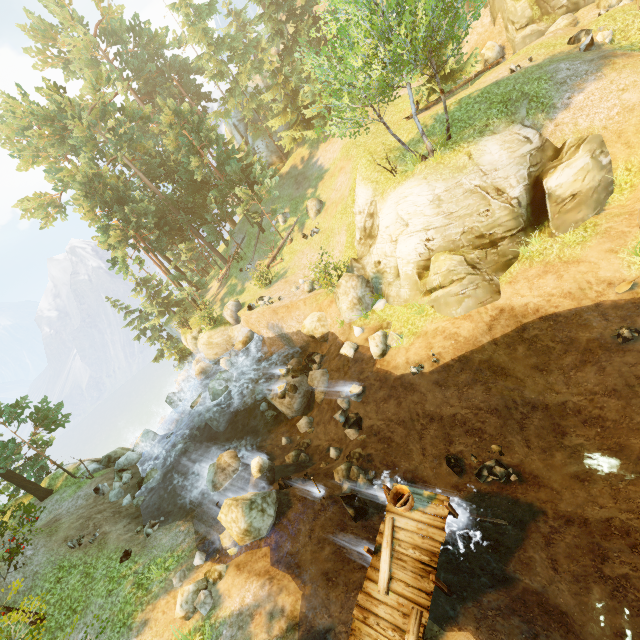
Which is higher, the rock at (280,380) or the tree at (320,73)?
the tree at (320,73)

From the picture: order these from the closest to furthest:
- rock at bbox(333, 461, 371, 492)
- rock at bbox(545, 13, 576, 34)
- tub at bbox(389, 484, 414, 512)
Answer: tub at bbox(389, 484, 414, 512) → rock at bbox(333, 461, 371, 492) → rock at bbox(545, 13, 576, 34)

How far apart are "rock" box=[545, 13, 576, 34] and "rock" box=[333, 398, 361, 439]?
26.5 meters

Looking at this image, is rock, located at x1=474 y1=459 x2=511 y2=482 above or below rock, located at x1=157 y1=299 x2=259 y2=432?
below

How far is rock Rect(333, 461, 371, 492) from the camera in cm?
1273

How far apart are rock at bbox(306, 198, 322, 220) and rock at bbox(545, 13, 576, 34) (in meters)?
18.70

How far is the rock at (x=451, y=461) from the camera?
12.04m

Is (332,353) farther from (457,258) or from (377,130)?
(377,130)
